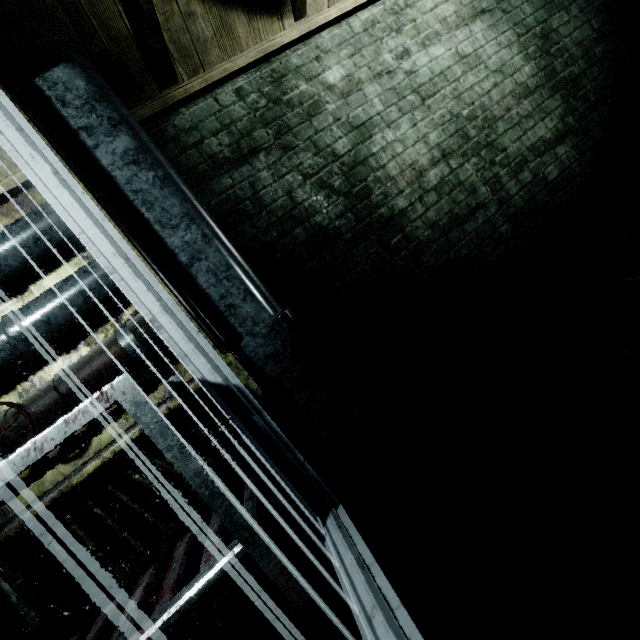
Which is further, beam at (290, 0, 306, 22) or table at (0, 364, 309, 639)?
beam at (290, 0, 306, 22)

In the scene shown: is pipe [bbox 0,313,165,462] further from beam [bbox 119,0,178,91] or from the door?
beam [bbox 119,0,178,91]

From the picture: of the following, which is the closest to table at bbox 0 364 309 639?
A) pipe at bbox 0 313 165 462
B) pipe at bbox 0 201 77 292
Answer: pipe at bbox 0 313 165 462

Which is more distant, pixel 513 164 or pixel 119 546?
pixel 513 164

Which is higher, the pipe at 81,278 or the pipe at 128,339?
the pipe at 81,278

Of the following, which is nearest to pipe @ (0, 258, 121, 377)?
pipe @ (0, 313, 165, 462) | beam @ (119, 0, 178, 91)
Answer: pipe @ (0, 313, 165, 462)

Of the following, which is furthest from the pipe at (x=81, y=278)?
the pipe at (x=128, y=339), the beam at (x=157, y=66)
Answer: the beam at (x=157, y=66)

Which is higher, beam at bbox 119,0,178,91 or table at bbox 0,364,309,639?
beam at bbox 119,0,178,91
